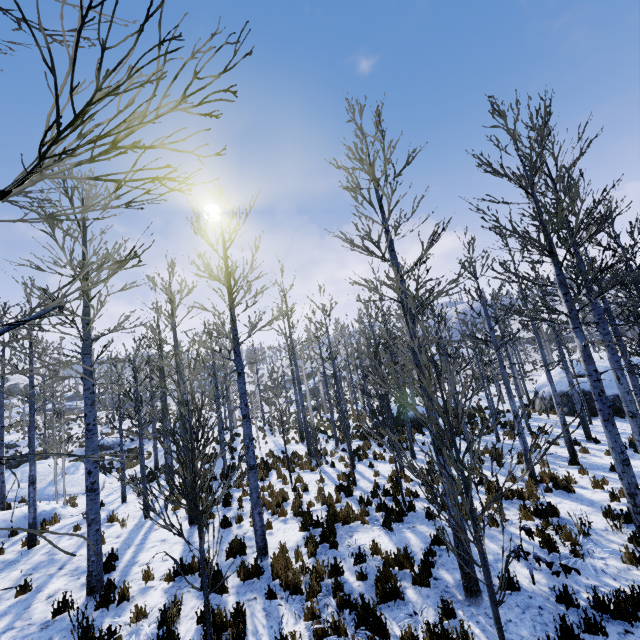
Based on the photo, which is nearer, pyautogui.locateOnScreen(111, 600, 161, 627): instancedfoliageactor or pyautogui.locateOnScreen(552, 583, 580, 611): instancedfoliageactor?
pyautogui.locateOnScreen(552, 583, 580, 611): instancedfoliageactor

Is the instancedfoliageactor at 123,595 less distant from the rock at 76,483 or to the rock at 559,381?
the rock at 76,483

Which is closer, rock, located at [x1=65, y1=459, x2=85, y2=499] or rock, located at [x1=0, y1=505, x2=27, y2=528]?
rock, located at [x1=0, y1=505, x2=27, y2=528]

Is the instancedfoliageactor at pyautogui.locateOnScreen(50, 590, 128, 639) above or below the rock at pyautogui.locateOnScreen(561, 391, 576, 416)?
above

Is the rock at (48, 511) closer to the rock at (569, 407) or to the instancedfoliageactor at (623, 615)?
the instancedfoliageactor at (623, 615)

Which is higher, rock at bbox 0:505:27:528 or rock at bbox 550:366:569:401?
rock at bbox 0:505:27:528

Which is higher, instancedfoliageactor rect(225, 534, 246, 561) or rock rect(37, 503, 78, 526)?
rock rect(37, 503, 78, 526)

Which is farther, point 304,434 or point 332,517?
point 304,434
